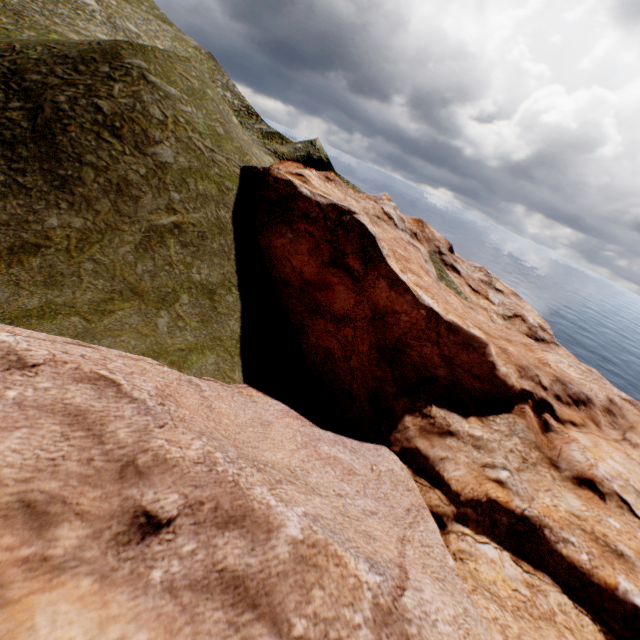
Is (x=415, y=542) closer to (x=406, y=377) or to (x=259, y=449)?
(x=259, y=449)
